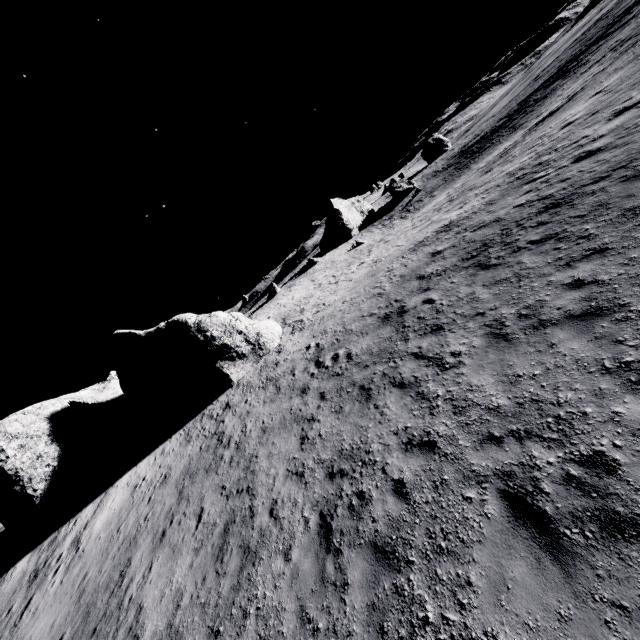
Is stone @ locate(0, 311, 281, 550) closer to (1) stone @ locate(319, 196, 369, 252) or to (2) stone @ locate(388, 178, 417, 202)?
(1) stone @ locate(319, 196, 369, 252)

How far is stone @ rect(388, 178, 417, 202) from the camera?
56.25m

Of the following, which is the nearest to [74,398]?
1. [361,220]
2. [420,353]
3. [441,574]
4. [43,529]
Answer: [43,529]

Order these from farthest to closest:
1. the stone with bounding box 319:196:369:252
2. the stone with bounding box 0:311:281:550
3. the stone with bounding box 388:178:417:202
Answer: the stone with bounding box 388:178:417:202
the stone with bounding box 319:196:369:252
the stone with bounding box 0:311:281:550

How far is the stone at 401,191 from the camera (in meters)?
56.25

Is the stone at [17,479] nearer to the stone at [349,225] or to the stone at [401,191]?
the stone at [349,225]

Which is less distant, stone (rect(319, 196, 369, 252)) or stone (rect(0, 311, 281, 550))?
stone (rect(0, 311, 281, 550))

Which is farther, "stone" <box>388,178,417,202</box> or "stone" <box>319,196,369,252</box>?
"stone" <box>388,178,417,202</box>
